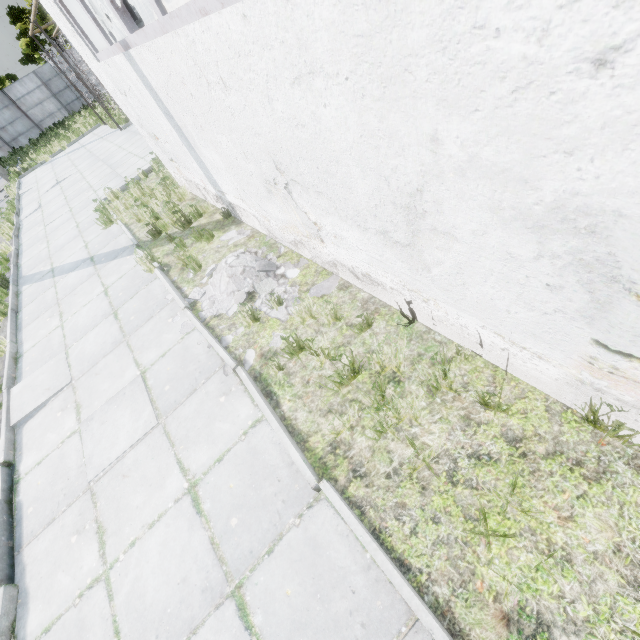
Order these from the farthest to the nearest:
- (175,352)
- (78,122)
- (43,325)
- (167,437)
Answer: (78,122) < (43,325) < (175,352) < (167,437)

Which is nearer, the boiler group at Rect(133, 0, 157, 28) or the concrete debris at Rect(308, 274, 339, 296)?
the concrete debris at Rect(308, 274, 339, 296)

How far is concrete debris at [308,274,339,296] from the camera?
4.12m

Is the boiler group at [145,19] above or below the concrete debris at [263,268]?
above

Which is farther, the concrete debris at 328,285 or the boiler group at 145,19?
the boiler group at 145,19

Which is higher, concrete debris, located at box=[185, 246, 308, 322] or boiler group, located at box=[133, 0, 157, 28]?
boiler group, located at box=[133, 0, 157, 28]
